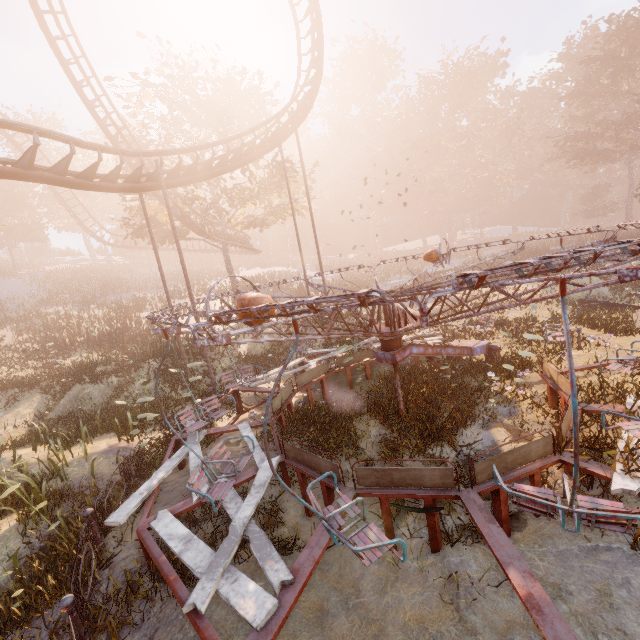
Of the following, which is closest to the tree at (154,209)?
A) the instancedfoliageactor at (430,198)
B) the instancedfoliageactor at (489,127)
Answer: the instancedfoliageactor at (430,198)

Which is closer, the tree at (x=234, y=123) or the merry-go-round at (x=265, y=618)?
the merry-go-round at (x=265, y=618)

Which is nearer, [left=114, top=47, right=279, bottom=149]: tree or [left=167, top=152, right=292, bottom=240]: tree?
[left=114, top=47, right=279, bottom=149]: tree

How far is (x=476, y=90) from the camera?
57.2m

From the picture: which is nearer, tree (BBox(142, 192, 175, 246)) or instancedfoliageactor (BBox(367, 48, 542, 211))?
tree (BBox(142, 192, 175, 246))

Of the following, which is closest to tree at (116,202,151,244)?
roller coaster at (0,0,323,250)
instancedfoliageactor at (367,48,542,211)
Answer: roller coaster at (0,0,323,250)

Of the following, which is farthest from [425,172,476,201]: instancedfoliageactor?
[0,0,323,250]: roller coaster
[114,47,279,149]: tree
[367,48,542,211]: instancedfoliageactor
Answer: [0,0,323,250]: roller coaster

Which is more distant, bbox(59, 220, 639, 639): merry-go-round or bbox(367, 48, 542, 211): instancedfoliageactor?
bbox(367, 48, 542, 211): instancedfoliageactor
